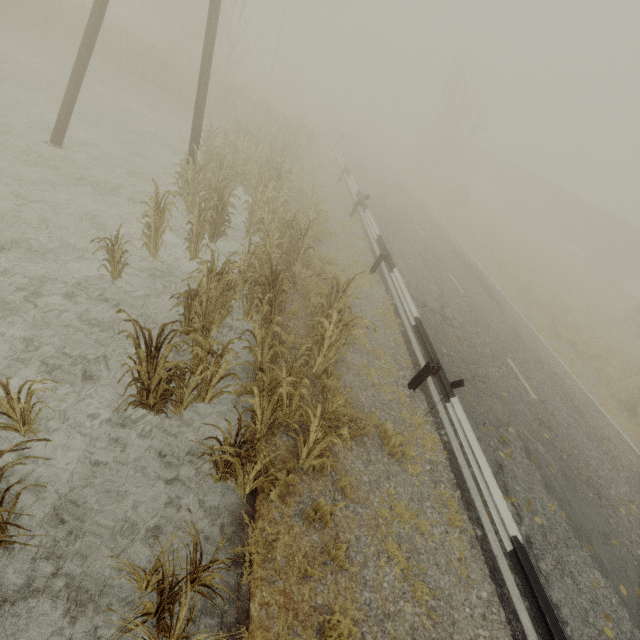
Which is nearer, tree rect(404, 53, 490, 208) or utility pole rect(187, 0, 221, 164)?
utility pole rect(187, 0, 221, 164)

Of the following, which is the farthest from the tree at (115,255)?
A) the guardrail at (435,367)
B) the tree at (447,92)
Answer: the tree at (447,92)

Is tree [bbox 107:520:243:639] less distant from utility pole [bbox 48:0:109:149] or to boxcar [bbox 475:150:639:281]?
utility pole [bbox 48:0:109:149]

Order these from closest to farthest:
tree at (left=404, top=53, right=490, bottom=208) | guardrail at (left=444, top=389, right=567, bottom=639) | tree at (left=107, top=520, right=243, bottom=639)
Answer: tree at (left=107, top=520, right=243, bottom=639) < guardrail at (left=444, top=389, right=567, bottom=639) < tree at (left=404, top=53, right=490, bottom=208)

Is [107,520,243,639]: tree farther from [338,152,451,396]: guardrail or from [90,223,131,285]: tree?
[90,223,131,285]: tree

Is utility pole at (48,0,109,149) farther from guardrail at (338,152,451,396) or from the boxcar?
the boxcar

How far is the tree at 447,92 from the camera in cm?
2975

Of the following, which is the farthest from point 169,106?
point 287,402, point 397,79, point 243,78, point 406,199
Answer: point 397,79
